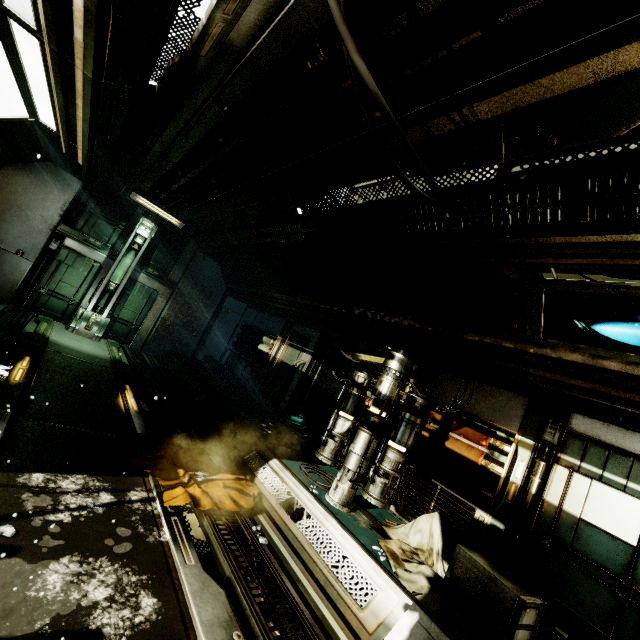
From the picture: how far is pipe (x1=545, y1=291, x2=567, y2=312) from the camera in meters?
4.2 m

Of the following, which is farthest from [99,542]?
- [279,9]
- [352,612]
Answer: [279,9]

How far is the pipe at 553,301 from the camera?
4.16m

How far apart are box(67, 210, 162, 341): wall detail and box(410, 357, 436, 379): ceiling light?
7.42m

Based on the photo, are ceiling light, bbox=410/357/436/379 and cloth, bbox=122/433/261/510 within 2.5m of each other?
no

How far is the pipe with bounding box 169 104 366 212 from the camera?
3.6m

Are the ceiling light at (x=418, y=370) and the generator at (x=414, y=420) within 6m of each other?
yes

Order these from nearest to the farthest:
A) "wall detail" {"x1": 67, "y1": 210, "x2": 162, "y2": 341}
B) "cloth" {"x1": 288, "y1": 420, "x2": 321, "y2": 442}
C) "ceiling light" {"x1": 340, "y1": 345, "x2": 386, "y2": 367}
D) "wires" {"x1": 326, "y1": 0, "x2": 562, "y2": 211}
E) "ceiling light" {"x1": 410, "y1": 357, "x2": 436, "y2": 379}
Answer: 1. "wires" {"x1": 326, "y1": 0, "x2": 562, "y2": 211}
2. "ceiling light" {"x1": 410, "y1": 357, "x2": 436, "y2": 379}
3. "ceiling light" {"x1": 340, "y1": 345, "x2": 386, "y2": 367}
4. "cloth" {"x1": 288, "y1": 420, "x2": 321, "y2": 442}
5. "wall detail" {"x1": 67, "y1": 210, "x2": 162, "y2": 341}
